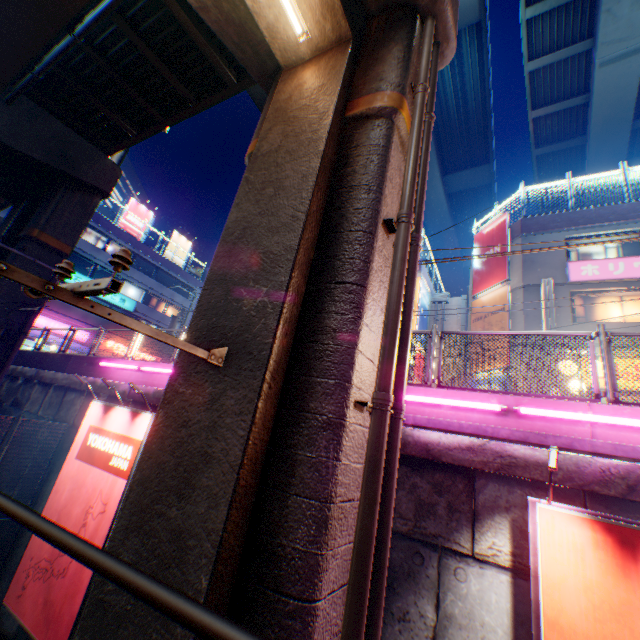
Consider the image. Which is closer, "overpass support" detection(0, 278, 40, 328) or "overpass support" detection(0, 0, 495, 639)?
"overpass support" detection(0, 0, 495, 639)

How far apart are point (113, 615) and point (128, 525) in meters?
0.7

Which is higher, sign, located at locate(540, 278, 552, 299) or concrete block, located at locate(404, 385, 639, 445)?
sign, located at locate(540, 278, 552, 299)

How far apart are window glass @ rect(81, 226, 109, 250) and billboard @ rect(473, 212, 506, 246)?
32.5 meters

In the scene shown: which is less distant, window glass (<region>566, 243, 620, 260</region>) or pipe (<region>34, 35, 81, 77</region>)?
pipe (<region>34, 35, 81, 77</region>)

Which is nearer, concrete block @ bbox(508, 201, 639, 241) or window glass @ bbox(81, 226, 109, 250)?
concrete block @ bbox(508, 201, 639, 241)

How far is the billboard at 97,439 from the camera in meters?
6.6

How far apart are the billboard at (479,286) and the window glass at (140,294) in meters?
32.3
